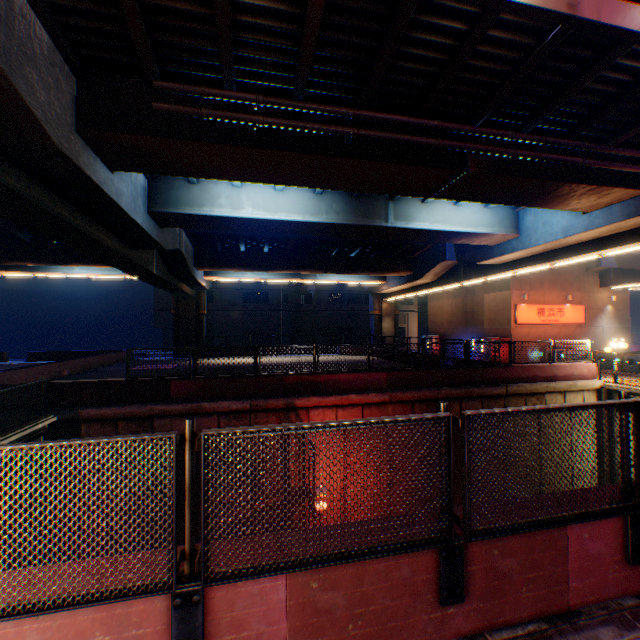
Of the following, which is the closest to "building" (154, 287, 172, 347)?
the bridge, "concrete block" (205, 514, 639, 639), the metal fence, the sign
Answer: the metal fence

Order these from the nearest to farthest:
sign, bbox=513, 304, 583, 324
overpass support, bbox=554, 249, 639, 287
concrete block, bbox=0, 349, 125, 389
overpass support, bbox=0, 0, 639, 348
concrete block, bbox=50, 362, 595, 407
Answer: overpass support, bbox=0, 0, 639, 348 < concrete block, bbox=50, 362, 595, 407 < concrete block, bbox=0, 349, 125, 389 < overpass support, bbox=554, 249, 639, 287 < sign, bbox=513, 304, 583, 324

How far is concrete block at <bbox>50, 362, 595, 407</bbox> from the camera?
12.0m

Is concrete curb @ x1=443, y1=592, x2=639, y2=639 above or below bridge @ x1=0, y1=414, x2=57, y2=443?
above

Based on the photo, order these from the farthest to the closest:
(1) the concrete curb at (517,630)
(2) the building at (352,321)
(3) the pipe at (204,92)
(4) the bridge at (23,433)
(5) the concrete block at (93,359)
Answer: (2) the building at (352,321), (5) the concrete block at (93,359), (4) the bridge at (23,433), (3) the pipe at (204,92), (1) the concrete curb at (517,630)

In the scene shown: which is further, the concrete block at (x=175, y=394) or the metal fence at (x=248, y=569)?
the concrete block at (x=175, y=394)

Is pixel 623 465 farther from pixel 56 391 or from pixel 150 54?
pixel 56 391

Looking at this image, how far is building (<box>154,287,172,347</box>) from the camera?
42.6m
